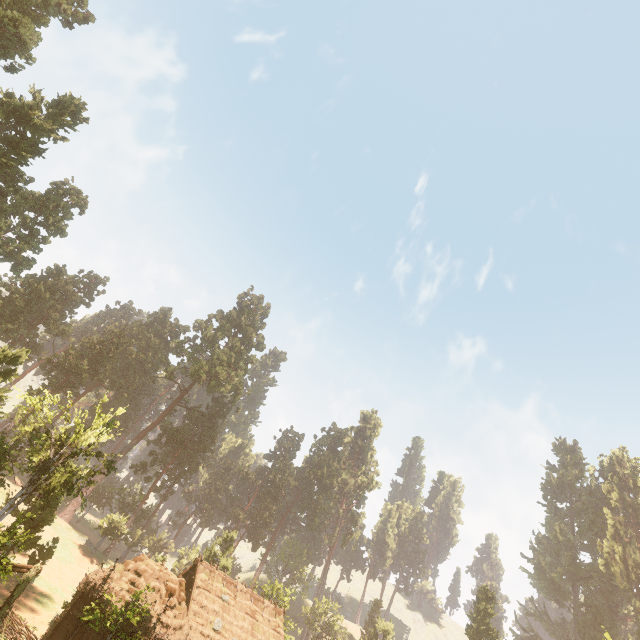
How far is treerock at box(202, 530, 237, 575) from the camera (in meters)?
40.72

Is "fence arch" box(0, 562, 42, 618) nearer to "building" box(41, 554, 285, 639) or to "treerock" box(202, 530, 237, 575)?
"building" box(41, 554, 285, 639)

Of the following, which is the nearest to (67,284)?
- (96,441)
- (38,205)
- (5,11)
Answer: (38,205)

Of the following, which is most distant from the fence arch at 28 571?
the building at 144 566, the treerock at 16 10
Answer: the treerock at 16 10

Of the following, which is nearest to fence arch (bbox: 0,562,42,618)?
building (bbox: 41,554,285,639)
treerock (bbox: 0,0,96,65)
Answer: building (bbox: 41,554,285,639)

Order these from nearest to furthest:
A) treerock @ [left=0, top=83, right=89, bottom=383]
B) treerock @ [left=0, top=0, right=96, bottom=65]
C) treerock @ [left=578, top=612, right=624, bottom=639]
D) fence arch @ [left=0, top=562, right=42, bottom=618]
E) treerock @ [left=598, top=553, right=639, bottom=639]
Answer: fence arch @ [left=0, top=562, right=42, bottom=618]
treerock @ [left=0, top=0, right=96, bottom=65]
treerock @ [left=0, top=83, right=89, bottom=383]
treerock @ [left=598, top=553, right=639, bottom=639]
treerock @ [left=578, top=612, right=624, bottom=639]

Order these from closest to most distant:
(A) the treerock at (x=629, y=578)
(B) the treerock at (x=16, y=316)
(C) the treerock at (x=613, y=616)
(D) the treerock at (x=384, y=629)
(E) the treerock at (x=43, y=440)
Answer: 1. (E) the treerock at (x=43, y=440)
2. (B) the treerock at (x=16, y=316)
3. (D) the treerock at (x=384, y=629)
4. (A) the treerock at (x=629, y=578)
5. (C) the treerock at (x=613, y=616)
